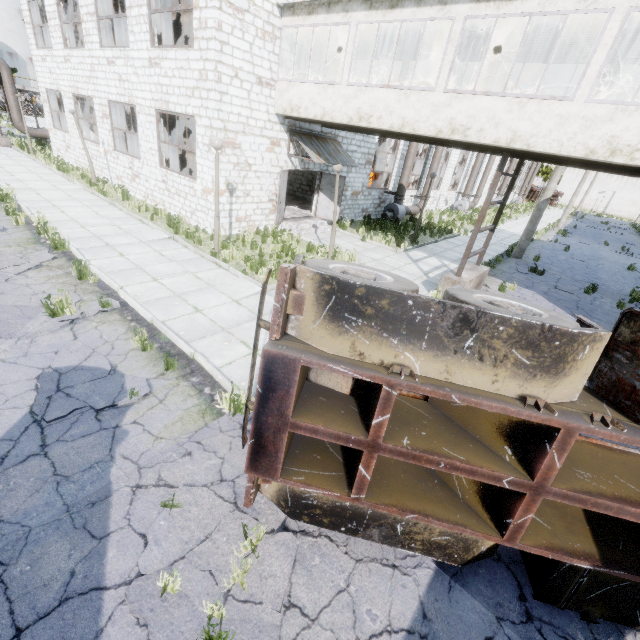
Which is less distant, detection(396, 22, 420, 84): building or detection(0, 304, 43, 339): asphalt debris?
detection(0, 304, 43, 339): asphalt debris

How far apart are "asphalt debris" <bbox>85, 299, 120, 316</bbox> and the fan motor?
16.5 meters

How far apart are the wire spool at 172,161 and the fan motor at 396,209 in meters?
13.3 m

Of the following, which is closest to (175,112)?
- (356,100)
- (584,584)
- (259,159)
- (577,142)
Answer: (259,159)

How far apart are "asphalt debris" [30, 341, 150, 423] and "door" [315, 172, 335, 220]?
12.8m

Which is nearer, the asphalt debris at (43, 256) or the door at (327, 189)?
the asphalt debris at (43, 256)

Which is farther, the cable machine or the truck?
the cable machine

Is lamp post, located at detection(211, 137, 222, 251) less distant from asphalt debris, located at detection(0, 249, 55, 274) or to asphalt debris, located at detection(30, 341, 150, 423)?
asphalt debris, located at detection(0, 249, 55, 274)
